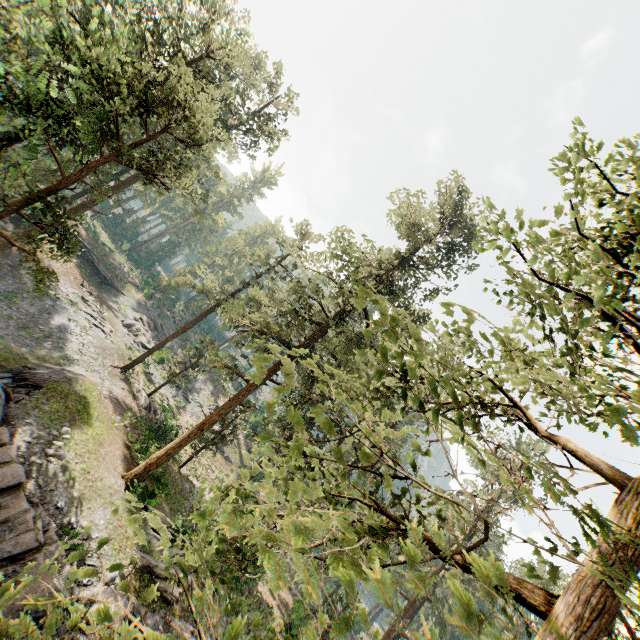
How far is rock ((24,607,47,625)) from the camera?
10.9 meters

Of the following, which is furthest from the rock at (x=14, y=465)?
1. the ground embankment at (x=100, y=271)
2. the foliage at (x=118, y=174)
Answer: the ground embankment at (x=100, y=271)

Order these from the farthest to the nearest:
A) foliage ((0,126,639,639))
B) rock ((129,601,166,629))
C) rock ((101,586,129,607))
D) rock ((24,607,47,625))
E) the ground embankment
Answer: the ground embankment
rock ((129,601,166,629))
rock ((101,586,129,607))
rock ((24,607,47,625))
foliage ((0,126,639,639))

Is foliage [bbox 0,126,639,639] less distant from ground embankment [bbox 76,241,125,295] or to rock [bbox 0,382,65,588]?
rock [bbox 0,382,65,588]

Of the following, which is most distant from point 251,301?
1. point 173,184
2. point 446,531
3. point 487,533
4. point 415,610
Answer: point 415,610

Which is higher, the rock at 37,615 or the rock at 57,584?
the rock at 57,584

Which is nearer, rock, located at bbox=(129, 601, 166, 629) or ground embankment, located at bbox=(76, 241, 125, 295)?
rock, located at bbox=(129, 601, 166, 629)
